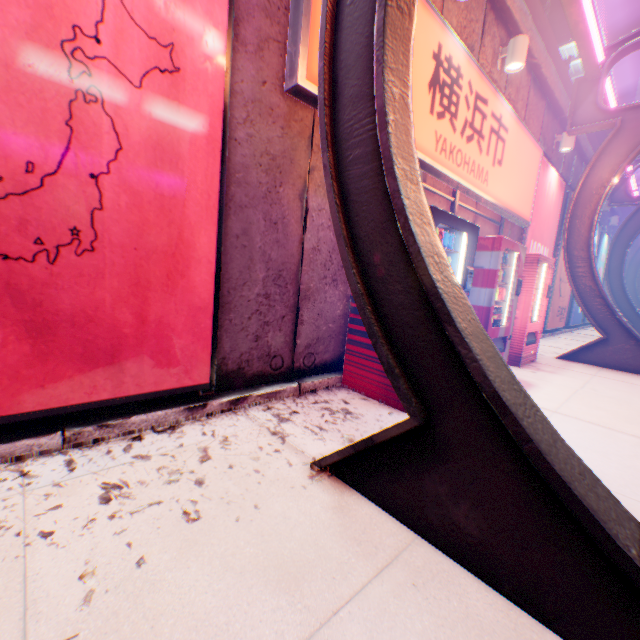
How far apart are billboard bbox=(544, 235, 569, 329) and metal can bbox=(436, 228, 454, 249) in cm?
881

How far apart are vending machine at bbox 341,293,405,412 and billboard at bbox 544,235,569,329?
8.5m

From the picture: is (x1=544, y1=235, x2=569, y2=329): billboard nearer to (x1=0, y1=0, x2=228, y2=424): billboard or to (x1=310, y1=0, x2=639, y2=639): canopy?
(x1=310, y1=0, x2=639, y2=639): canopy

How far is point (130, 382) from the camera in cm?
232

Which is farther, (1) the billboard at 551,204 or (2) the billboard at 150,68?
(1) the billboard at 551,204

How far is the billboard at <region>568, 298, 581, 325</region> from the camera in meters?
13.1 m

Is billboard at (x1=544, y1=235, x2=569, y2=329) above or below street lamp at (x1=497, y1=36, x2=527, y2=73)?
below

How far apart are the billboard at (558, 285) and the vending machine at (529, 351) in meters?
6.6
